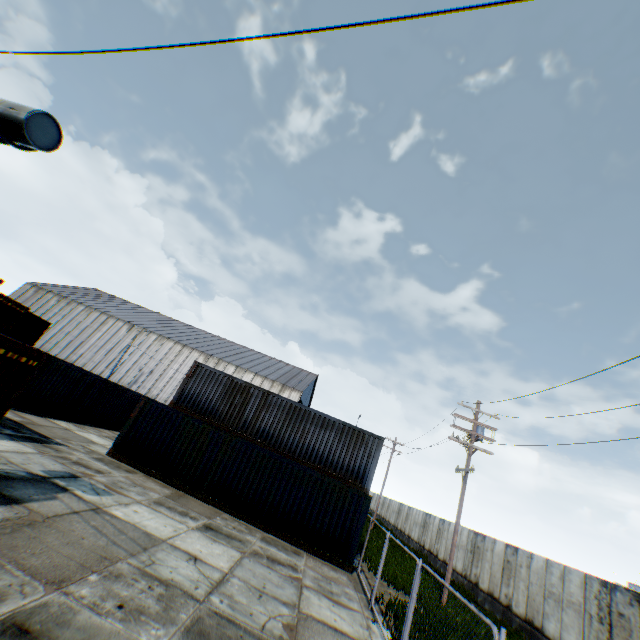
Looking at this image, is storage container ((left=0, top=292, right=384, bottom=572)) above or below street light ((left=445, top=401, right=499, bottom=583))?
below

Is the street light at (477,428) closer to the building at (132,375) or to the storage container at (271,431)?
the storage container at (271,431)

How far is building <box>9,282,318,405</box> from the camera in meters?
43.8

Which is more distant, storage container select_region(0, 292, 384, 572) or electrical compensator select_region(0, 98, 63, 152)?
storage container select_region(0, 292, 384, 572)

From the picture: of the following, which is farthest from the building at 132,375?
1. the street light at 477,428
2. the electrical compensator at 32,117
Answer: the electrical compensator at 32,117

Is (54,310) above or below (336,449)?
above

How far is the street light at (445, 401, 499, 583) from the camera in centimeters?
1521cm

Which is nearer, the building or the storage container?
the storage container
